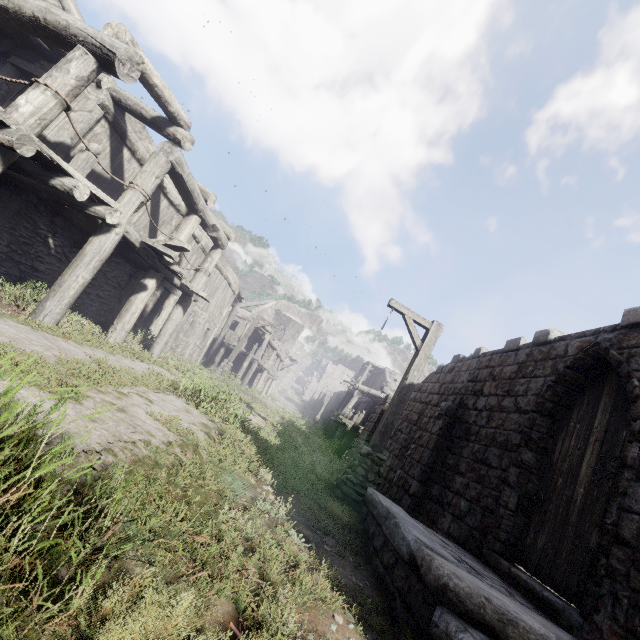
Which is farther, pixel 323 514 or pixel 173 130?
pixel 173 130

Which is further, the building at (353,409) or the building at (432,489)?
the building at (353,409)

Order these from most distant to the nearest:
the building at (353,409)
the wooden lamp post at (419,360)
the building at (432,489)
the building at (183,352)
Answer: the building at (353,409) < the wooden lamp post at (419,360) < the building at (183,352) < the building at (432,489)

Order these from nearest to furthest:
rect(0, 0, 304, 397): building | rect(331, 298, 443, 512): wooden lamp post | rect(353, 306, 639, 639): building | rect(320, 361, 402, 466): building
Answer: rect(353, 306, 639, 639): building → rect(0, 0, 304, 397): building → rect(331, 298, 443, 512): wooden lamp post → rect(320, 361, 402, 466): building

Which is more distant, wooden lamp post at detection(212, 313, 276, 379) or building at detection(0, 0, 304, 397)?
wooden lamp post at detection(212, 313, 276, 379)

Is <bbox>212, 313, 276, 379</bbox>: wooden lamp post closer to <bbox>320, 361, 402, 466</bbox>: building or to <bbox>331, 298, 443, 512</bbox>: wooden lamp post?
<bbox>320, 361, 402, 466</bbox>: building

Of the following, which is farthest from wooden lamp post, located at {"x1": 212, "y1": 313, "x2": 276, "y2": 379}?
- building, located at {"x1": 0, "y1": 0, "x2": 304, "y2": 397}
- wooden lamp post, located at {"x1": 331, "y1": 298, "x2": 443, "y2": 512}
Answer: wooden lamp post, located at {"x1": 331, "y1": 298, "x2": 443, "y2": 512}
